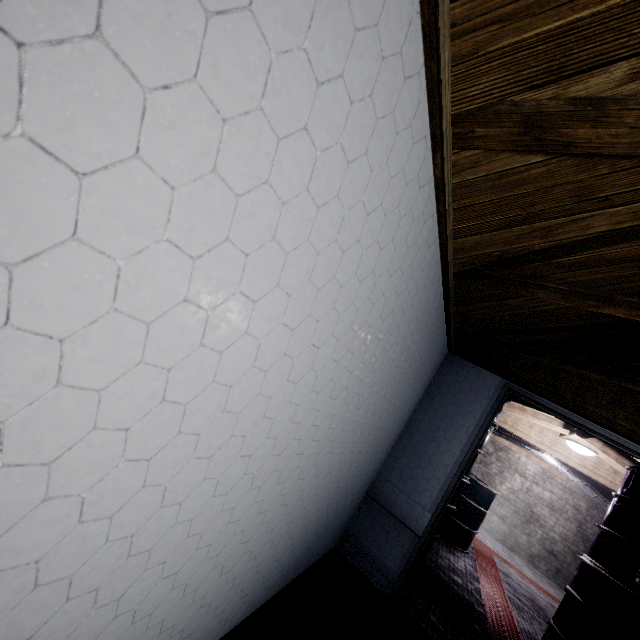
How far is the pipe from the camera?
5.5 meters

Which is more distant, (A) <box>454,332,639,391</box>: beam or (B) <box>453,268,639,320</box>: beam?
(A) <box>454,332,639,391</box>: beam

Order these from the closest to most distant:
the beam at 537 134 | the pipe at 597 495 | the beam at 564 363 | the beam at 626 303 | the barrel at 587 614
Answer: the beam at 537 134 < the beam at 626 303 < the beam at 564 363 < the barrel at 587 614 < the pipe at 597 495

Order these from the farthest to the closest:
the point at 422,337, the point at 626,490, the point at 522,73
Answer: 1. the point at 626,490
2. the point at 422,337
3. the point at 522,73

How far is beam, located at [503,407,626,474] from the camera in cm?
429

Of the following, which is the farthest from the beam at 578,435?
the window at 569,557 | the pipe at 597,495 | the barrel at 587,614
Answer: the window at 569,557

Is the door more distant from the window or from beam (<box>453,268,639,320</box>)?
the window

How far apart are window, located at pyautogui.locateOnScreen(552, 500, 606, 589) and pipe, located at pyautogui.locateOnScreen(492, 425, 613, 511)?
1.6m
